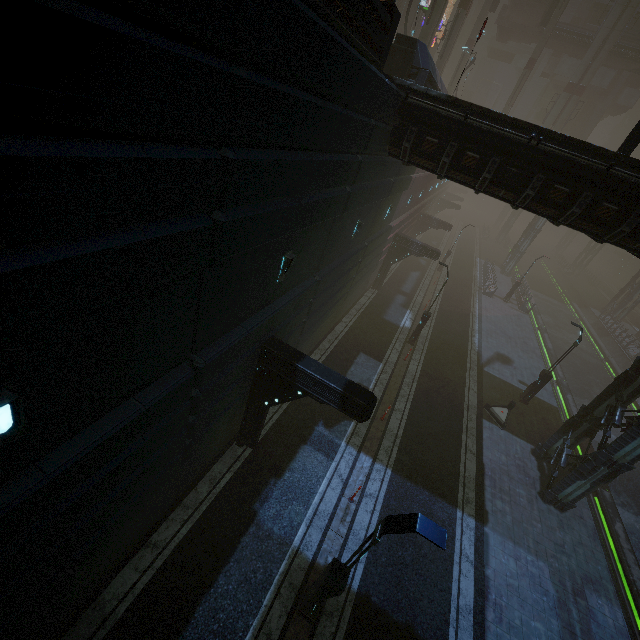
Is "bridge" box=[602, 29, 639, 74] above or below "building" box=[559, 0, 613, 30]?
below

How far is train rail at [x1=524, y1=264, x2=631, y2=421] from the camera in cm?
2491

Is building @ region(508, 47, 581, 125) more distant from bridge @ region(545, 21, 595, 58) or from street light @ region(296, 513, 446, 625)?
bridge @ region(545, 21, 595, 58)

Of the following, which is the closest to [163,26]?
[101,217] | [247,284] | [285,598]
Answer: [101,217]

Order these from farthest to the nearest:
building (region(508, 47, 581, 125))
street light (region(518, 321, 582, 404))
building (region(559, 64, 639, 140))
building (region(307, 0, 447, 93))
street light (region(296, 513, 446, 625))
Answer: building (region(508, 47, 581, 125)) → building (region(559, 64, 639, 140)) → street light (region(518, 321, 582, 404)) → building (region(307, 0, 447, 93)) → street light (region(296, 513, 446, 625))

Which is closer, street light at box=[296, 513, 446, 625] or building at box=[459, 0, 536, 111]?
street light at box=[296, 513, 446, 625]

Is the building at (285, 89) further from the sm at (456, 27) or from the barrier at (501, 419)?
the sm at (456, 27)

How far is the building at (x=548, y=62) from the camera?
47.2 meters
